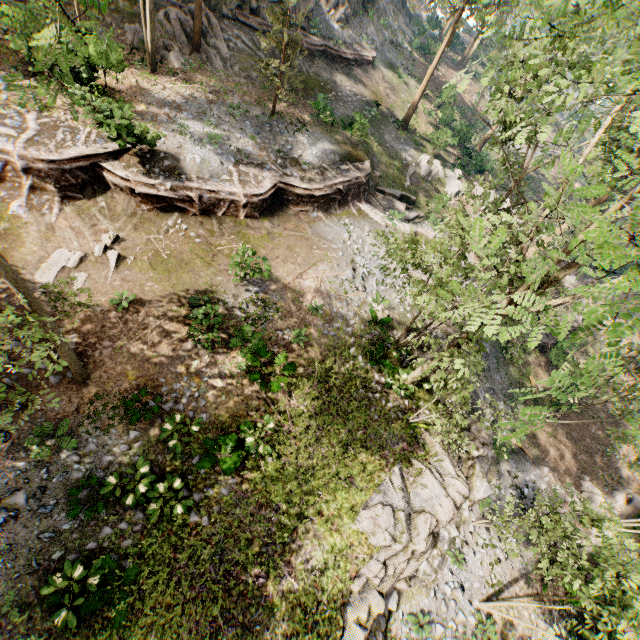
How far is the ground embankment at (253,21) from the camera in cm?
2452

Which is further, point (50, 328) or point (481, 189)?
point (481, 189)

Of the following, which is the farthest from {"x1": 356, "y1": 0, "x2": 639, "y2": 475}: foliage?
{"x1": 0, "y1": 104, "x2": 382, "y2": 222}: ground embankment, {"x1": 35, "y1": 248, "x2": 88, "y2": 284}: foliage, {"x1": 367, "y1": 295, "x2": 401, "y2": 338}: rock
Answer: {"x1": 35, "y1": 248, "x2": 88, "y2": 284}: foliage

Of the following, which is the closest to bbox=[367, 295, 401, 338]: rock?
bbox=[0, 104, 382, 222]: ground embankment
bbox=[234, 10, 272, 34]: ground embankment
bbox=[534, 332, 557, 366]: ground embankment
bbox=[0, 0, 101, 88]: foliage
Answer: bbox=[0, 0, 101, 88]: foliage

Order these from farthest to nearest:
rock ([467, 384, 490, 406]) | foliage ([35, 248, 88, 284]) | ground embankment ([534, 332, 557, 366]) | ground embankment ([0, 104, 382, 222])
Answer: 1. ground embankment ([534, 332, 557, 366])
2. rock ([467, 384, 490, 406])
3. ground embankment ([0, 104, 382, 222])
4. foliage ([35, 248, 88, 284])

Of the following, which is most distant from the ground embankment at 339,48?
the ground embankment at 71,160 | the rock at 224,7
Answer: the ground embankment at 71,160

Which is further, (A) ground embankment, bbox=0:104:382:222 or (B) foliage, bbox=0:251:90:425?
(A) ground embankment, bbox=0:104:382:222

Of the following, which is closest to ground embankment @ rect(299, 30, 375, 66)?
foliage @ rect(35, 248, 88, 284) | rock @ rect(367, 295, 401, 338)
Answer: rock @ rect(367, 295, 401, 338)
